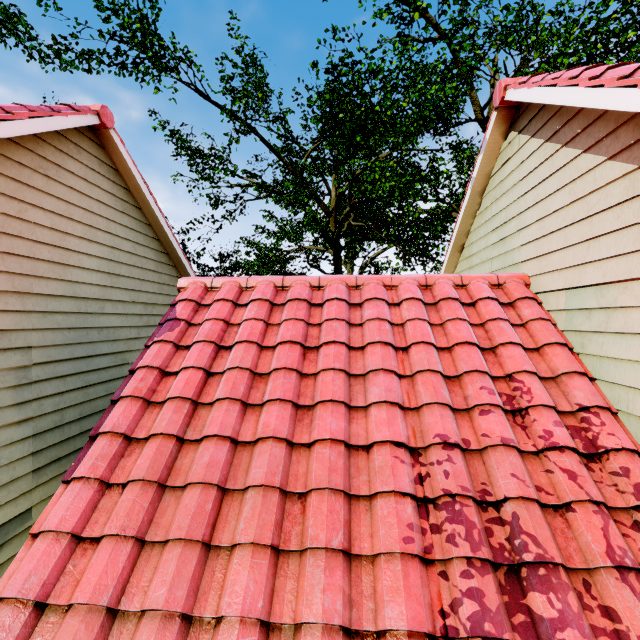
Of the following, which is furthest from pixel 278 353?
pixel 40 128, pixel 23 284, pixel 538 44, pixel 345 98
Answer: pixel 345 98
